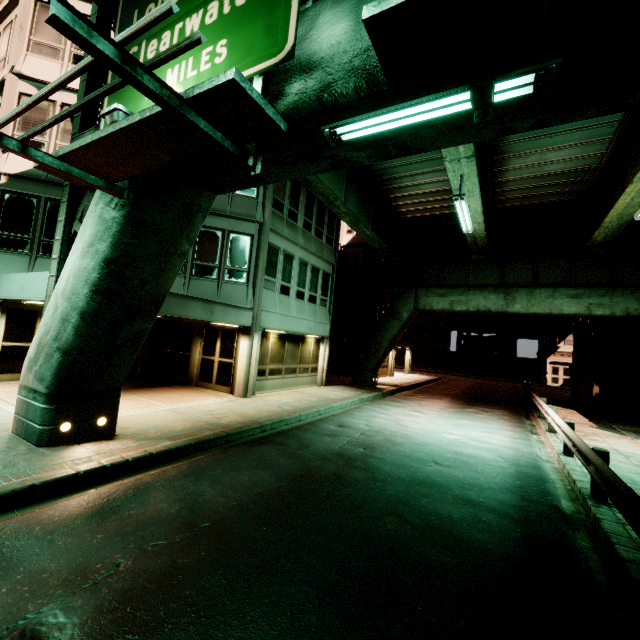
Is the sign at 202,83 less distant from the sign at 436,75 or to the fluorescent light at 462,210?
the sign at 436,75

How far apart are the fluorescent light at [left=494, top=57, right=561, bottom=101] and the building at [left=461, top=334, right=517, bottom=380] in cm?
4886

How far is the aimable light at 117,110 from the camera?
3.9 meters

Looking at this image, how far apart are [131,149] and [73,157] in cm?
107

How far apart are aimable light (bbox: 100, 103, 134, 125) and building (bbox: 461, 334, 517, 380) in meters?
50.5 m

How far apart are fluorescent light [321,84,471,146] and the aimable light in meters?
2.3 m

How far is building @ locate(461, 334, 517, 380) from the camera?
45.1 meters

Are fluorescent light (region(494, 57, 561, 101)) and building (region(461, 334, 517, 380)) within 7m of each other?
no
